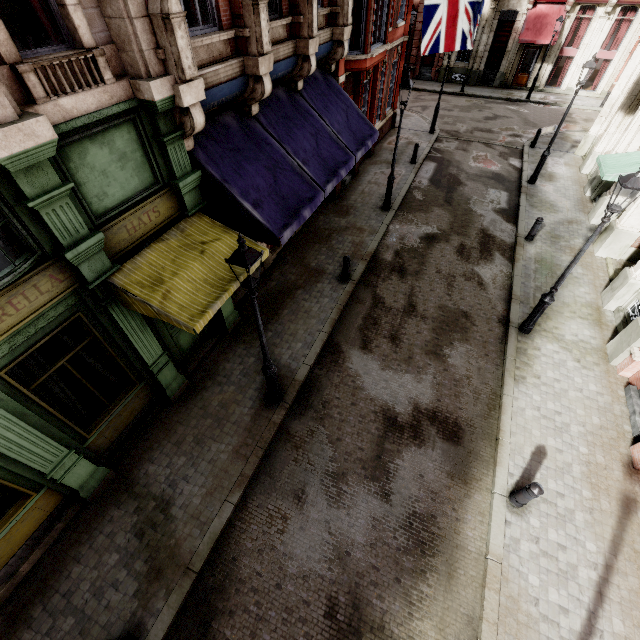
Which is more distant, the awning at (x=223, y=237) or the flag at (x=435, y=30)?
the flag at (x=435, y=30)

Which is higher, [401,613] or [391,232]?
[391,232]

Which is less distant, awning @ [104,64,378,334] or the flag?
awning @ [104,64,378,334]

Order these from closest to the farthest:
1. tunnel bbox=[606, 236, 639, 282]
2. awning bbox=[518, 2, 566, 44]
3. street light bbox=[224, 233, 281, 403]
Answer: street light bbox=[224, 233, 281, 403] → tunnel bbox=[606, 236, 639, 282] → awning bbox=[518, 2, 566, 44]

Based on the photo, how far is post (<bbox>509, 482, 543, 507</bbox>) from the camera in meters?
6.0

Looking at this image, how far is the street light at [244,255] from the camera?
4.8 meters

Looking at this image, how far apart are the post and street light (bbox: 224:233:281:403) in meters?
5.5 m

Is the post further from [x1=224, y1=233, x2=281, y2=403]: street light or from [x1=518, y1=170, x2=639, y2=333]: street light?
[x1=224, y1=233, x2=281, y2=403]: street light
